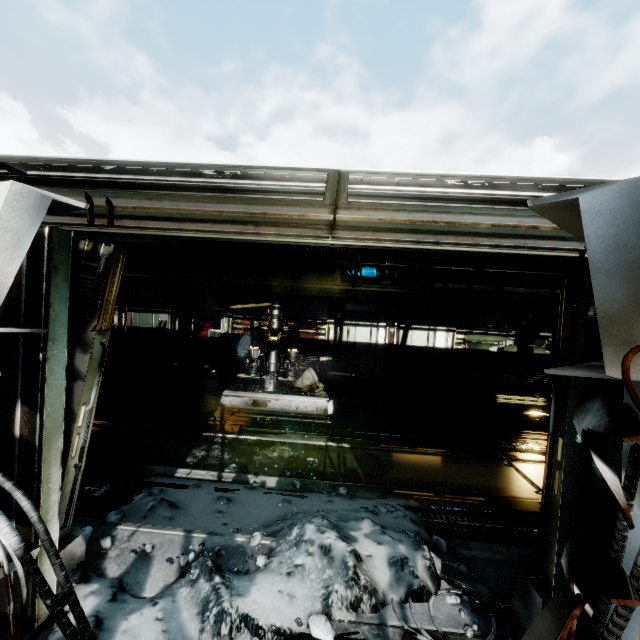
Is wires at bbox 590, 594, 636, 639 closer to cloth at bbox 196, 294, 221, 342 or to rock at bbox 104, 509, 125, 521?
rock at bbox 104, 509, 125, 521

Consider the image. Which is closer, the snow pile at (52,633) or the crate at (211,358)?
the snow pile at (52,633)

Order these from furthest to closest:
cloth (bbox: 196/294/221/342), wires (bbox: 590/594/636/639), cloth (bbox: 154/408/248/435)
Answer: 1. cloth (bbox: 196/294/221/342)
2. cloth (bbox: 154/408/248/435)
3. wires (bbox: 590/594/636/639)

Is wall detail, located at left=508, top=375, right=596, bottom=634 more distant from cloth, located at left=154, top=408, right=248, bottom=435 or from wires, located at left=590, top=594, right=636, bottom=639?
cloth, located at left=154, top=408, right=248, bottom=435

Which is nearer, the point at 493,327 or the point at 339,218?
the point at 339,218

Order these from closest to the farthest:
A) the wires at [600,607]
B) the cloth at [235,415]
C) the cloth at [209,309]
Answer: the wires at [600,607] → the cloth at [235,415] → the cloth at [209,309]

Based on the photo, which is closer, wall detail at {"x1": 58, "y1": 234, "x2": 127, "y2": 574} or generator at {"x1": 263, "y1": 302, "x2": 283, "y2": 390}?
wall detail at {"x1": 58, "y1": 234, "x2": 127, "y2": 574}

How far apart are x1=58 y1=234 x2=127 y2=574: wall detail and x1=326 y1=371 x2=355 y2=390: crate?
6.97m
